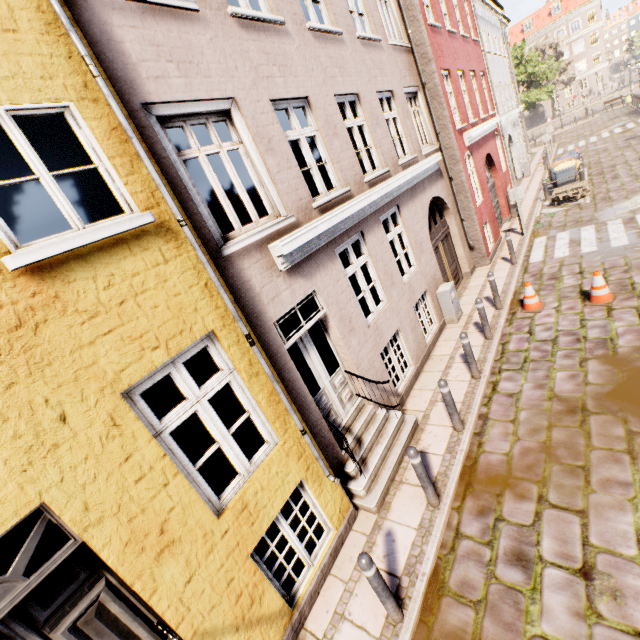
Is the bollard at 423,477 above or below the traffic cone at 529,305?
above

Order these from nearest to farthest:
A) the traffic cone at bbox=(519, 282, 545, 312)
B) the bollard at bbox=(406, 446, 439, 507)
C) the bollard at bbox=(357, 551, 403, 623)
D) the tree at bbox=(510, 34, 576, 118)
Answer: the bollard at bbox=(357, 551, 403, 623) < the bollard at bbox=(406, 446, 439, 507) < the traffic cone at bbox=(519, 282, 545, 312) < the tree at bbox=(510, 34, 576, 118)

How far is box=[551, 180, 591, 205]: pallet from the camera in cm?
1388

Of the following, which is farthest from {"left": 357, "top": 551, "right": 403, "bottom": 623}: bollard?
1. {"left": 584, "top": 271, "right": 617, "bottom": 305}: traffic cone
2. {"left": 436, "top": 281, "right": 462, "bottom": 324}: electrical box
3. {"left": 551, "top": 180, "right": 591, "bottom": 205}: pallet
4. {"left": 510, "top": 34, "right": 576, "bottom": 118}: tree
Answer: {"left": 510, "top": 34, "right": 576, "bottom": 118}: tree

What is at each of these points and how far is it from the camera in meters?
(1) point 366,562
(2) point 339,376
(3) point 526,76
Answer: (1) bollard, 3.4 m
(2) building, 5.9 m
(3) tree, 35.1 m

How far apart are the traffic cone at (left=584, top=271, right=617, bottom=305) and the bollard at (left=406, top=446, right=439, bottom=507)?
6.0m

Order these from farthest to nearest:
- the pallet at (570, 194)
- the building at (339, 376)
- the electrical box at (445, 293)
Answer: the pallet at (570, 194)
the electrical box at (445, 293)
the building at (339, 376)

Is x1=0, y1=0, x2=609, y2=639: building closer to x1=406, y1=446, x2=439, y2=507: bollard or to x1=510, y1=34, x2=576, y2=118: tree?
x1=406, y1=446, x2=439, y2=507: bollard
